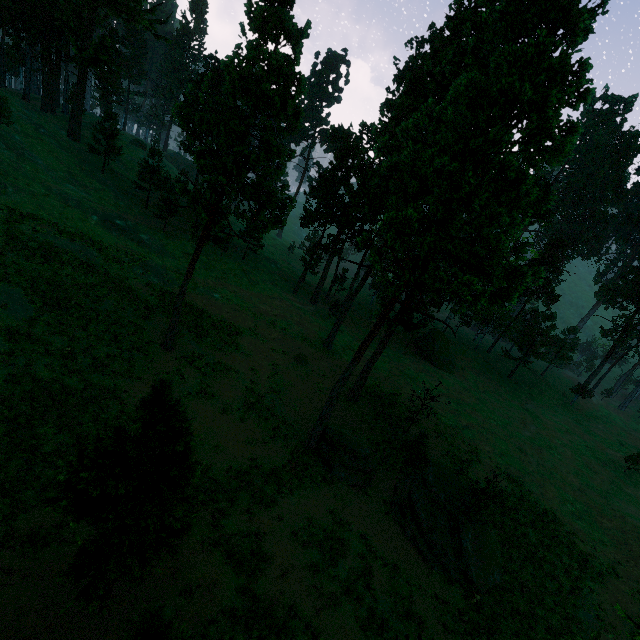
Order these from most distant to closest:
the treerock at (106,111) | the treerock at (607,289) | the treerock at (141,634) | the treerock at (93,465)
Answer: the treerock at (607,289) → the treerock at (106,111) → the treerock at (93,465) → the treerock at (141,634)

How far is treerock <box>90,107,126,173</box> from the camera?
44.8m

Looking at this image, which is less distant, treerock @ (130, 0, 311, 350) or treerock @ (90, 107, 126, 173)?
treerock @ (130, 0, 311, 350)

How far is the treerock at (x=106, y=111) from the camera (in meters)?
44.75

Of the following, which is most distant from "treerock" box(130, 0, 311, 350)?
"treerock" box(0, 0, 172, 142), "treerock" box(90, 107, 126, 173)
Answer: "treerock" box(0, 0, 172, 142)

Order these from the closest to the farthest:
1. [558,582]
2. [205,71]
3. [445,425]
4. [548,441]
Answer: [558,582]
[445,425]
[548,441]
[205,71]
